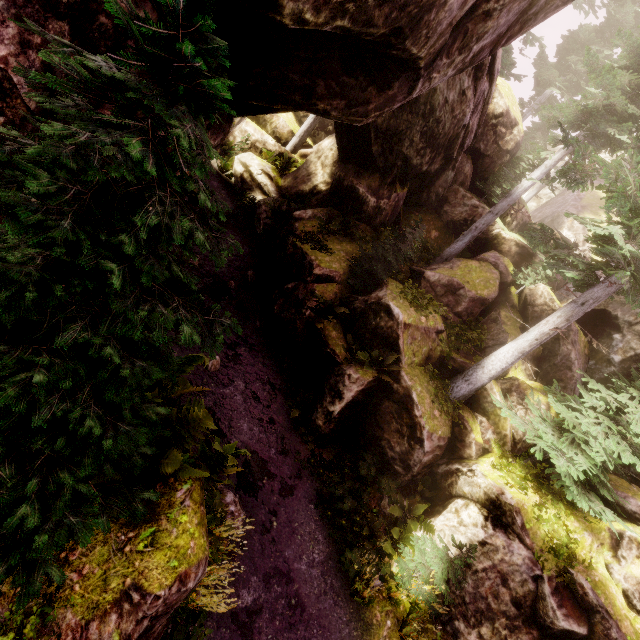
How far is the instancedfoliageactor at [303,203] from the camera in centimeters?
1664cm

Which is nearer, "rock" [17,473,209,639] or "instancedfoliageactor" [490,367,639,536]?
"rock" [17,473,209,639]

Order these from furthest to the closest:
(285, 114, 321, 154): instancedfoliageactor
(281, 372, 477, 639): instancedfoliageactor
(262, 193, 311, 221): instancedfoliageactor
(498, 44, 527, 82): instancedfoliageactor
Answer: (285, 114, 321, 154): instancedfoliageactor
(498, 44, 527, 82): instancedfoliageactor
(262, 193, 311, 221): instancedfoliageactor
(281, 372, 477, 639): instancedfoliageactor

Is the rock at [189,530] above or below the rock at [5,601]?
above

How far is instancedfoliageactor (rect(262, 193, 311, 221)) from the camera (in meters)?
16.64

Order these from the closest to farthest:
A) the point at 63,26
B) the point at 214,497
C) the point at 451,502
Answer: the point at 63,26 < the point at 214,497 < the point at 451,502
